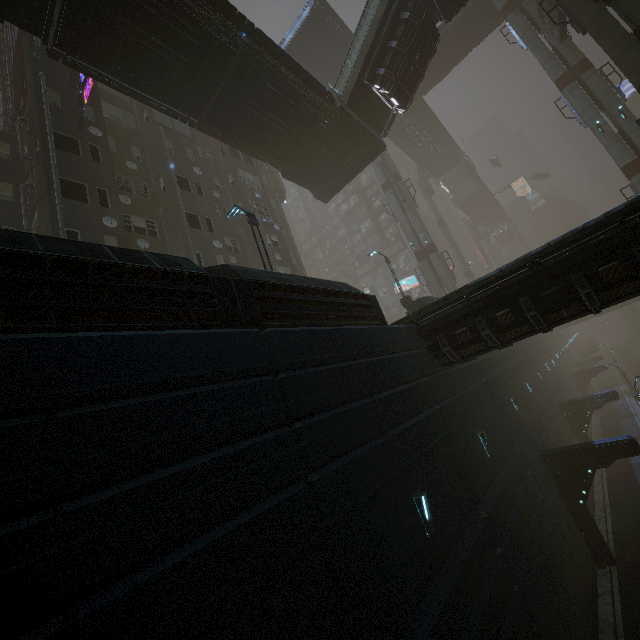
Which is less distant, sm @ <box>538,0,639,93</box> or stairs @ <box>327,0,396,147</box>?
sm @ <box>538,0,639,93</box>

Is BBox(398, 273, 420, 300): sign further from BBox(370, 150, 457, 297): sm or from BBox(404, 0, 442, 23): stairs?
BBox(404, 0, 442, 23): stairs

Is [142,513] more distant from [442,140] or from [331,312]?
[442,140]

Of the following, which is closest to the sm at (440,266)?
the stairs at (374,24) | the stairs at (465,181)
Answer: the stairs at (374,24)

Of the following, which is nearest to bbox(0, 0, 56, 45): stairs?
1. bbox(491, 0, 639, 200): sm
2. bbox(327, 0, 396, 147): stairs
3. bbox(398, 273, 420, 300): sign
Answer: bbox(491, 0, 639, 200): sm

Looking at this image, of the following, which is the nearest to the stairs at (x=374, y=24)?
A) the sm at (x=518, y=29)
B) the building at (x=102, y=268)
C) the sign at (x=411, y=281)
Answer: the sm at (x=518, y=29)

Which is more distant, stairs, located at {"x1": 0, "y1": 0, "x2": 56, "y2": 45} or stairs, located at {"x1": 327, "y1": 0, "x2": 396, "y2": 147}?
stairs, located at {"x1": 327, "y1": 0, "x2": 396, "y2": 147}

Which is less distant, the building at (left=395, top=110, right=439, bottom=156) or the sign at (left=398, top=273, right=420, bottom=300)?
the building at (left=395, top=110, right=439, bottom=156)
